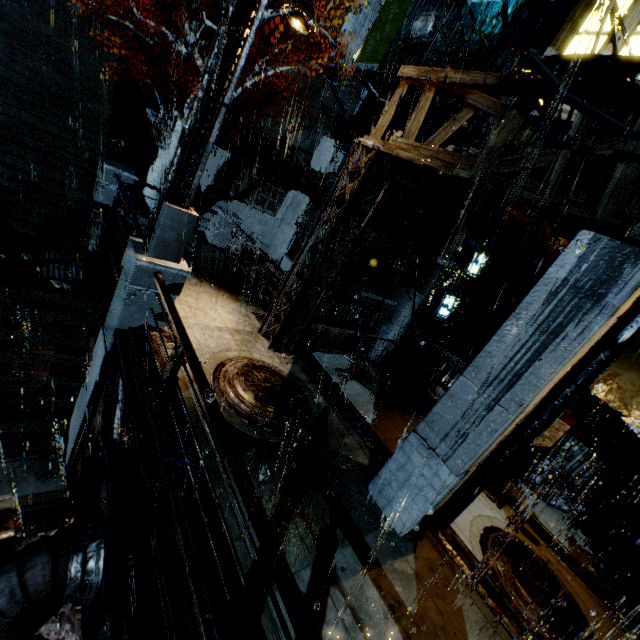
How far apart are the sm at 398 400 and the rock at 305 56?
22.8m

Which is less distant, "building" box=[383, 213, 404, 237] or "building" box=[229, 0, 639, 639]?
"building" box=[229, 0, 639, 639]

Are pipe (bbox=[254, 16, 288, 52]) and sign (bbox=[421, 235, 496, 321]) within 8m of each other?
no

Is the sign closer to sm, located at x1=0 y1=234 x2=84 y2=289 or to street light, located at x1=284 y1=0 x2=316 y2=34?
street light, located at x1=284 y1=0 x2=316 y2=34

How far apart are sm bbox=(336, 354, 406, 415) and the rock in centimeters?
2284cm

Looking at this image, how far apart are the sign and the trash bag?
5.16m

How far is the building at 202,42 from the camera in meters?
15.6 m

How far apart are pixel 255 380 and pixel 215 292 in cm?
453
